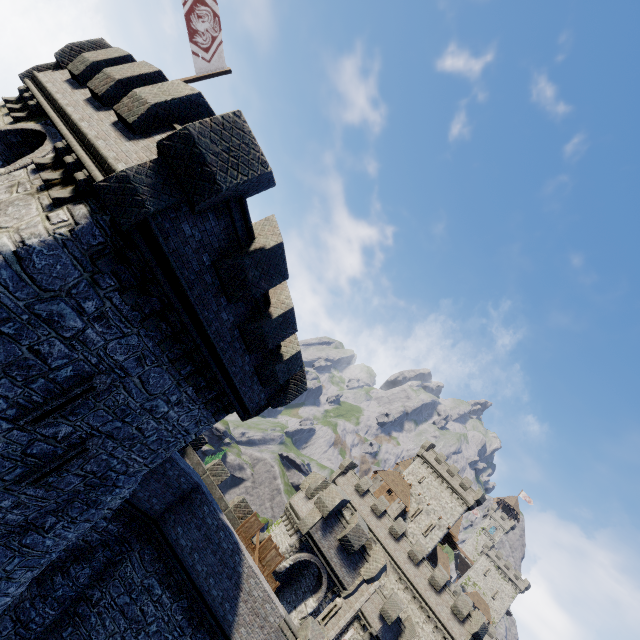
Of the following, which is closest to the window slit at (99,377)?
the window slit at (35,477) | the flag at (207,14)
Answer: the window slit at (35,477)

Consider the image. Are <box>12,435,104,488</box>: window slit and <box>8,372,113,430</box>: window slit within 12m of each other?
yes

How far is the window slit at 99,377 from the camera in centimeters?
770cm

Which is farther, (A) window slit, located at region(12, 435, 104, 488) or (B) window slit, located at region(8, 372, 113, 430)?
(A) window slit, located at region(12, 435, 104, 488)

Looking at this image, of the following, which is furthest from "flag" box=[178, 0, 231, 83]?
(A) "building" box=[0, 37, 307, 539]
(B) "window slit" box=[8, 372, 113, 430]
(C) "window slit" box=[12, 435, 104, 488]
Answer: (C) "window slit" box=[12, 435, 104, 488]

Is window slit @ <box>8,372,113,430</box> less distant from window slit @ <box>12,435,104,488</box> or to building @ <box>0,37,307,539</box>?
building @ <box>0,37,307,539</box>

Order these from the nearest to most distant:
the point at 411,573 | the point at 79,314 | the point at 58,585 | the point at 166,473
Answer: the point at 79,314 < the point at 58,585 < the point at 166,473 < the point at 411,573

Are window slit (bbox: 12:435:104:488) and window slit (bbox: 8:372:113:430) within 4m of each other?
yes
